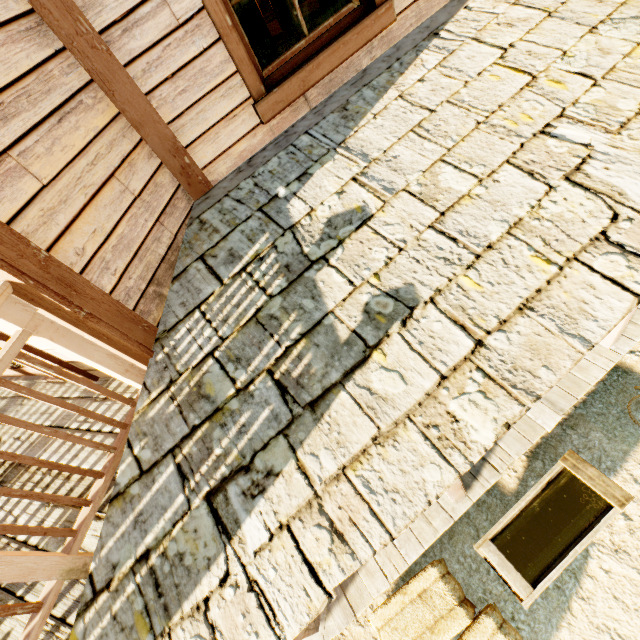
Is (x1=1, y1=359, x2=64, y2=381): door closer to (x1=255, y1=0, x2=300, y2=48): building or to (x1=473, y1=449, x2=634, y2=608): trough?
(x1=255, y1=0, x2=300, y2=48): building

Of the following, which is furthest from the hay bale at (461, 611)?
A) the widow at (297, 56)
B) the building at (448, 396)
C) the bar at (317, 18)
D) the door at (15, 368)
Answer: the bar at (317, 18)

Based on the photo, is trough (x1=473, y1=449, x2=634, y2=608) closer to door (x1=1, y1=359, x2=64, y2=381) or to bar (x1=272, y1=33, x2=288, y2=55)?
door (x1=1, y1=359, x2=64, y2=381)

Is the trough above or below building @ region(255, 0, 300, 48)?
below

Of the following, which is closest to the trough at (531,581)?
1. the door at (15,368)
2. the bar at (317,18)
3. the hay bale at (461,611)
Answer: the hay bale at (461,611)

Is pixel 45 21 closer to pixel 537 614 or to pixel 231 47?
pixel 231 47

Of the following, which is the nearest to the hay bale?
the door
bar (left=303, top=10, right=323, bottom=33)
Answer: the door

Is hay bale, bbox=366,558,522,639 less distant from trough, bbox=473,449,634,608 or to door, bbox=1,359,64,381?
trough, bbox=473,449,634,608
